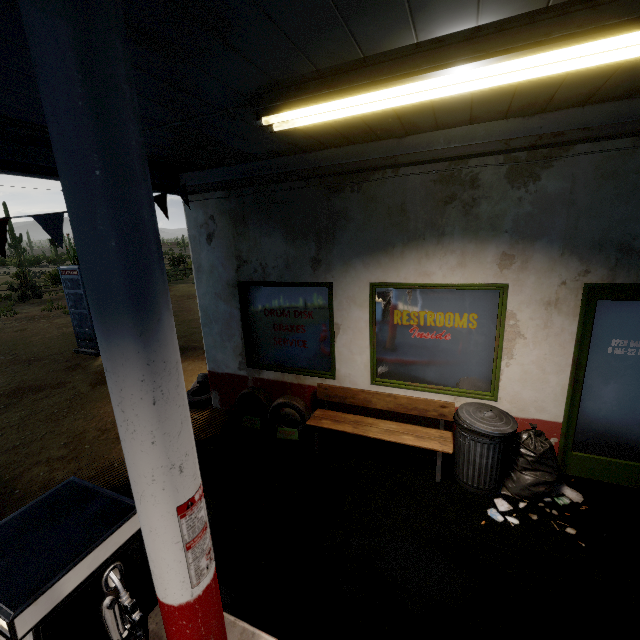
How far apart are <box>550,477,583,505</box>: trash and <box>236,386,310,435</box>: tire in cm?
331

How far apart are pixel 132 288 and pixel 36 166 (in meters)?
3.62

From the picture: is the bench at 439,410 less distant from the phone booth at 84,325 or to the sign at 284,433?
the sign at 284,433

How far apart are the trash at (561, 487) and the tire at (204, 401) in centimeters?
567cm

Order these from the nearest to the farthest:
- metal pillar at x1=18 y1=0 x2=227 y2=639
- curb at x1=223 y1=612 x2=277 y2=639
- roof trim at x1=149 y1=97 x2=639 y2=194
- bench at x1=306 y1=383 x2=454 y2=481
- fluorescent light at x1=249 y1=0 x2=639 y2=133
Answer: metal pillar at x1=18 y1=0 x2=227 y2=639
fluorescent light at x1=249 y1=0 x2=639 y2=133
curb at x1=223 y1=612 x2=277 y2=639
roof trim at x1=149 y1=97 x2=639 y2=194
bench at x1=306 y1=383 x2=454 y2=481

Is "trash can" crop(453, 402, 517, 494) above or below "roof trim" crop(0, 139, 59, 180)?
below

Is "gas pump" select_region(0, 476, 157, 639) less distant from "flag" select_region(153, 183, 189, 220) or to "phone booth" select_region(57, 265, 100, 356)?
"flag" select_region(153, 183, 189, 220)

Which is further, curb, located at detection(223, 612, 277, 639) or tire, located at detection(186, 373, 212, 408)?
tire, located at detection(186, 373, 212, 408)
